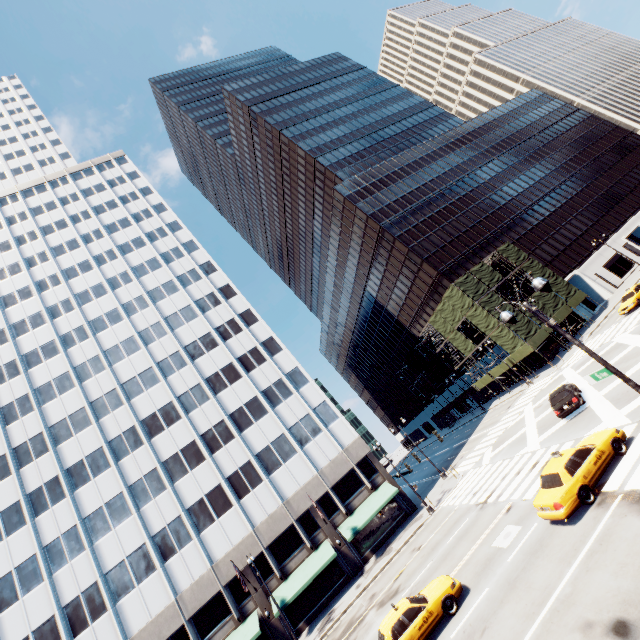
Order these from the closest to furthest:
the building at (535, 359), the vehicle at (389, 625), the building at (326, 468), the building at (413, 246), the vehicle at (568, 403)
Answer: the vehicle at (389, 625)
the vehicle at (568, 403)
the building at (326, 468)
the building at (535, 359)
the building at (413, 246)

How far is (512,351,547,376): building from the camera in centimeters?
4397cm

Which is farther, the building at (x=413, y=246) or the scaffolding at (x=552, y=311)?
the building at (x=413, y=246)

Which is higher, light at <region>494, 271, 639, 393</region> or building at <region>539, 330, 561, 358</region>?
light at <region>494, 271, 639, 393</region>

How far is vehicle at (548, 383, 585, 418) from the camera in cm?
2127

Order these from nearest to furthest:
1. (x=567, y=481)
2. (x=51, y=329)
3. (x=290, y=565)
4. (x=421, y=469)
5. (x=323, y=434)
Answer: (x=567, y=481) < (x=290, y=565) < (x=323, y=434) < (x=51, y=329) < (x=421, y=469)

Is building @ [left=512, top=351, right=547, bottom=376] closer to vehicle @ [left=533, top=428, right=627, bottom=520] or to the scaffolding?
the scaffolding

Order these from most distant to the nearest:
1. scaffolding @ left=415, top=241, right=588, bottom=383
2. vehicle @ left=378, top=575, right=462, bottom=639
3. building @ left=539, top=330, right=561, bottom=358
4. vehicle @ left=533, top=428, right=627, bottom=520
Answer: building @ left=539, top=330, right=561, bottom=358
scaffolding @ left=415, top=241, right=588, bottom=383
vehicle @ left=378, top=575, right=462, bottom=639
vehicle @ left=533, top=428, right=627, bottom=520
